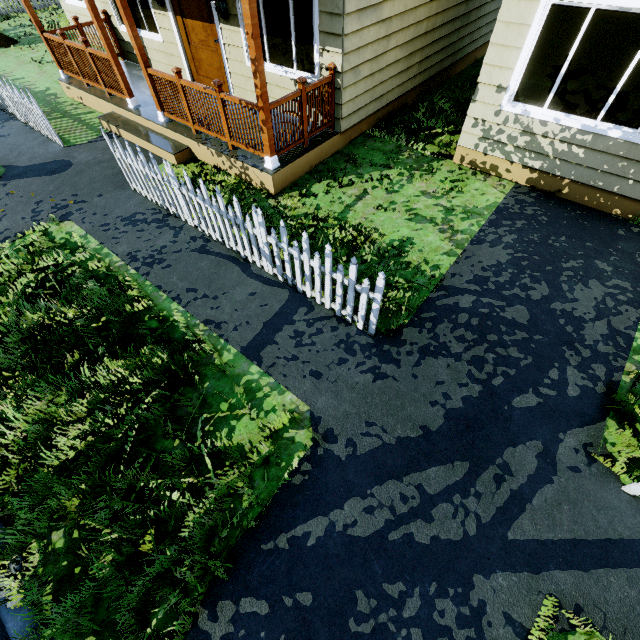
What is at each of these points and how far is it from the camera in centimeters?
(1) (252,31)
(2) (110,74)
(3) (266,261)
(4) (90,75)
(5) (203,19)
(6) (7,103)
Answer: (1) wooden, 419cm
(2) wooden rail, 720cm
(3) fence, 464cm
(4) wooden rail, 777cm
(5) door, 690cm
(6) fence, 795cm

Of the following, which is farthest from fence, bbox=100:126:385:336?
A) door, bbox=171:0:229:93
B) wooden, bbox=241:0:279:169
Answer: door, bbox=171:0:229:93

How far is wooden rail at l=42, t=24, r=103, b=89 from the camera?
7.41m

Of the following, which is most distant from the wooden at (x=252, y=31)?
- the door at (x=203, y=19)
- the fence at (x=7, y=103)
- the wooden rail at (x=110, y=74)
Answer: the wooden rail at (x=110, y=74)

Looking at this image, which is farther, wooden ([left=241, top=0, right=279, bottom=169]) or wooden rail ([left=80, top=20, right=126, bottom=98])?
wooden rail ([left=80, top=20, right=126, bottom=98])

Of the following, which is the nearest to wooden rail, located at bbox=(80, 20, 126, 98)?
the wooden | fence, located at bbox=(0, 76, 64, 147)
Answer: fence, located at bbox=(0, 76, 64, 147)

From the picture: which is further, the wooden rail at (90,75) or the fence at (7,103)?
the wooden rail at (90,75)
